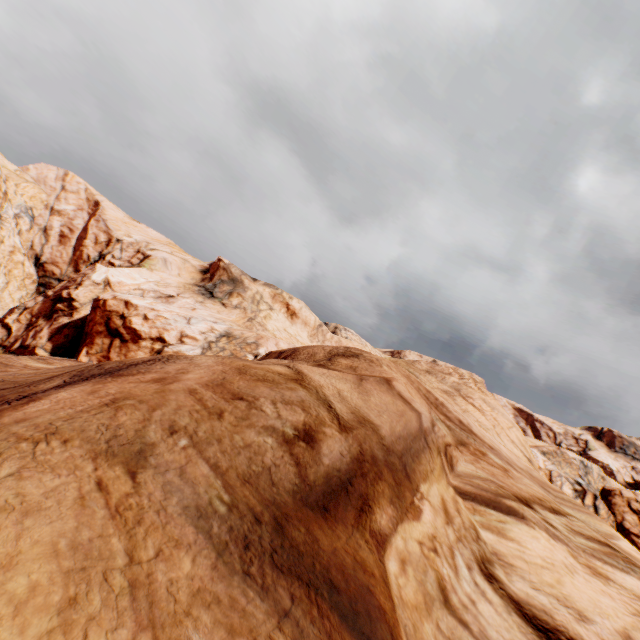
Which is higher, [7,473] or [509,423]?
[509,423]
